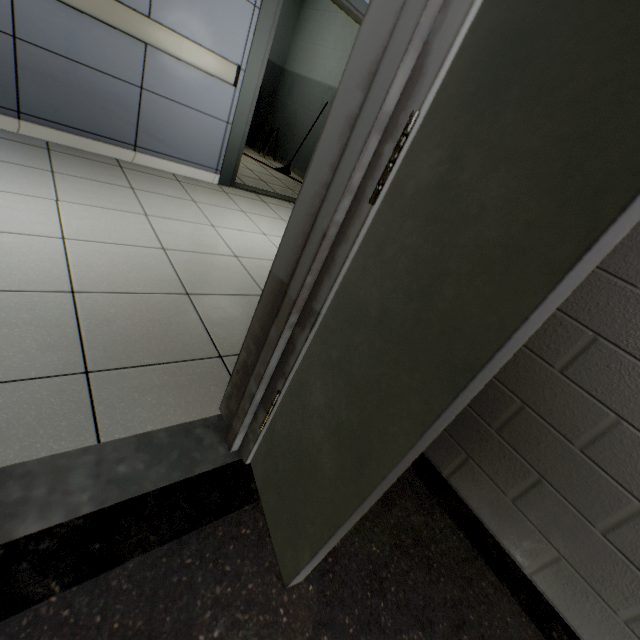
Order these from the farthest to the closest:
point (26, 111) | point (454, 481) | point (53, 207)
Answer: point (26, 111) < point (53, 207) < point (454, 481)
